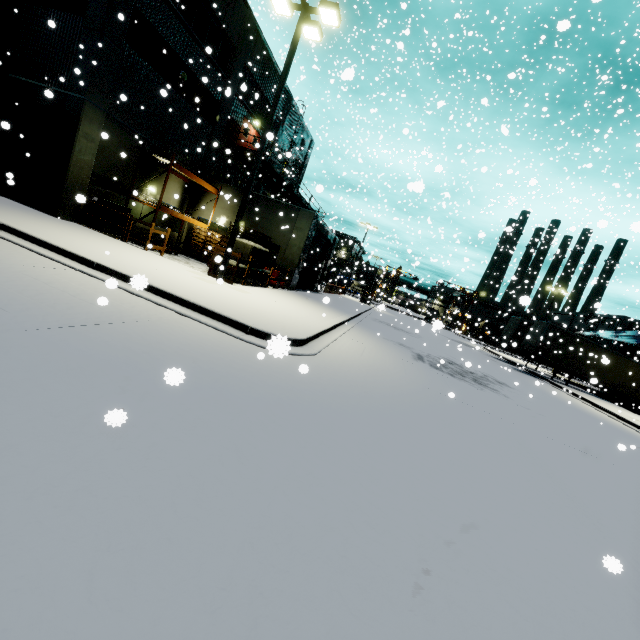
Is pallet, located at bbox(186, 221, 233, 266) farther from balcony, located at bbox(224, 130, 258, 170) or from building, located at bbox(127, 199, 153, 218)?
balcony, located at bbox(224, 130, 258, 170)

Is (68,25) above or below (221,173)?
above

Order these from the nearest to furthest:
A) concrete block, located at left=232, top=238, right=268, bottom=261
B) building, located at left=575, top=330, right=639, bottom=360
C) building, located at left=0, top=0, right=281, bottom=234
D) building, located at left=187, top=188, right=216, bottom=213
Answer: building, located at left=0, top=0, right=281, bottom=234
concrete block, located at left=232, top=238, right=268, bottom=261
building, located at left=187, top=188, right=216, bottom=213
building, located at left=575, top=330, right=639, bottom=360

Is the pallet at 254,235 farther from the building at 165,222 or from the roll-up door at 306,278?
the roll-up door at 306,278

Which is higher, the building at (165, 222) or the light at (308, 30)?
the light at (308, 30)

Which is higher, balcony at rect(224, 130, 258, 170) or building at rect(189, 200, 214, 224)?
balcony at rect(224, 130, 258, 170)

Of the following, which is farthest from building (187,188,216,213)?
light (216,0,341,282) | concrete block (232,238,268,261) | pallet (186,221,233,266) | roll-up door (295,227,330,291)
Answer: light (216,0,341,282)

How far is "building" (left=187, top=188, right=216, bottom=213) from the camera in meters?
20.7 m
